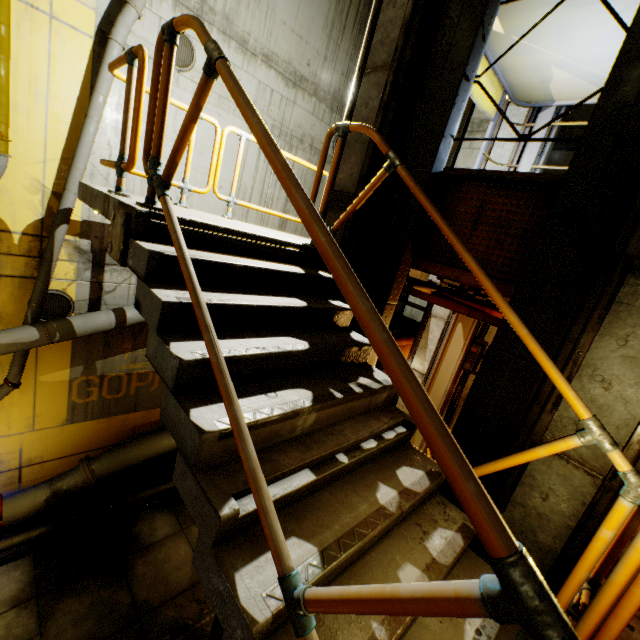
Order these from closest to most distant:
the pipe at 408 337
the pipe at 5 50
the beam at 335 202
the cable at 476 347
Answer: the beam at 335 202, the pipe at 5 50, the cable at 476 347, the pipe at 408 337

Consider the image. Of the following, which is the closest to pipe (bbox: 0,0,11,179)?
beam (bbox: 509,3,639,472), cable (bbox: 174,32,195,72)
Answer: beam (bbox: 509,3,639,472)

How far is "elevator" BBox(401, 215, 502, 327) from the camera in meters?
3.7

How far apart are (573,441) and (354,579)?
1.63m

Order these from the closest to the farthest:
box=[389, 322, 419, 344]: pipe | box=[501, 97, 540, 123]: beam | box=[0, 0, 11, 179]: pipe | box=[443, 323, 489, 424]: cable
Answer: box=[0, 0, 11, 179]: pipe → box=[501, 97, 540, 123]: beam → box=[443, 323, 489, 424]: cable → box=[389, 322, 419, 344]: pipe

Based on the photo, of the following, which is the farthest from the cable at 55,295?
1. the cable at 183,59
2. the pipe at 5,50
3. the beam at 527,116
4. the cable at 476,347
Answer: the cable at 476,347

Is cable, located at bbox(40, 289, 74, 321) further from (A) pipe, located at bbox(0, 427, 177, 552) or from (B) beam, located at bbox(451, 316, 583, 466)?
(B) beam, located at bbox(451, 316, 583, 466)

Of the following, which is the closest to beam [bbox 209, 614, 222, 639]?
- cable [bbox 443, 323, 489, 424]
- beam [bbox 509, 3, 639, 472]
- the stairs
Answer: the stairs
